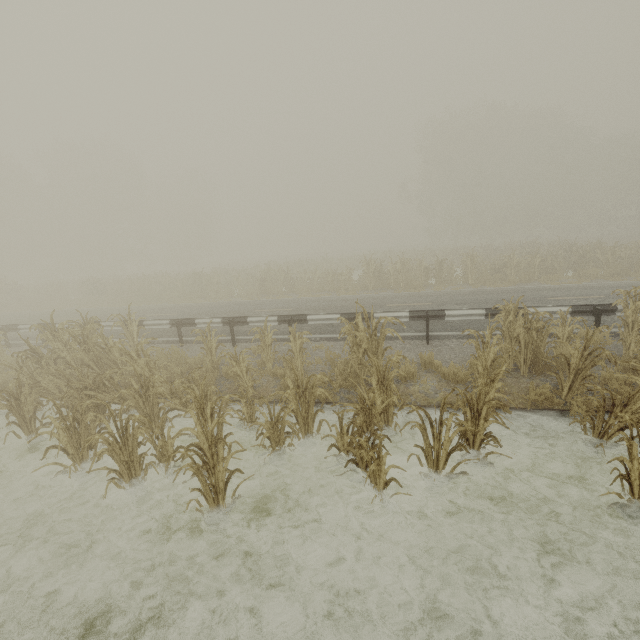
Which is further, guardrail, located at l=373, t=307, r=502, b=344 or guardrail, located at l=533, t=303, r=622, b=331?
guardrail, located at l=373, t=307, r=502, b=344

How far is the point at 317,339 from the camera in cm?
1015

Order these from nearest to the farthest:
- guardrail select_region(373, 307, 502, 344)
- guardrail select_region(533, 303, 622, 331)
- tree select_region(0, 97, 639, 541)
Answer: tree select_region(0, 97, 639, 541) → guardrail select_region(533, 303, 622, 331) → guardrail select_region(373, 307, 502, 344)

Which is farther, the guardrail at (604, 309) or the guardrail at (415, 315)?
the guardrail at (415, 315)

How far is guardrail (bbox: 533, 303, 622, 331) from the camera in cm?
795

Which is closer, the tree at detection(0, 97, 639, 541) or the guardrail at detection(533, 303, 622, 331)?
the tree at detection(0, 97, 639, 541)

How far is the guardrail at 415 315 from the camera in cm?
873
